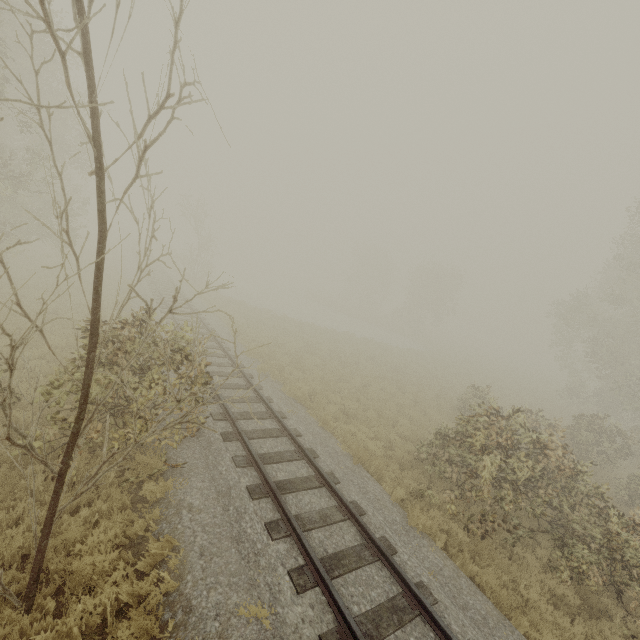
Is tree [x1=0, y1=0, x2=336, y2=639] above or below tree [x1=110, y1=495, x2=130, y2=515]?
above

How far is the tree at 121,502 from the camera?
6.0 meters

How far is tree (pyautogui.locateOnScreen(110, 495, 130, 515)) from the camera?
6.0m

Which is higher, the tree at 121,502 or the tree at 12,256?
the tree at 12,256

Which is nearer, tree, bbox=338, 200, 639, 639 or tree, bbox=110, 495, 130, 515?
tree, bbox=110, 495, 130, 515

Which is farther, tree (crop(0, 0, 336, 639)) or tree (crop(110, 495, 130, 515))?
tree (crop(110, 495, 130, 515))

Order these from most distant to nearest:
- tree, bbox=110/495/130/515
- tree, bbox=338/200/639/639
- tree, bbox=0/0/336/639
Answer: tree, bbox=338/200/639/639 < tree, bbox=110/495/130/515 < tree, bbox=0/0/336/639

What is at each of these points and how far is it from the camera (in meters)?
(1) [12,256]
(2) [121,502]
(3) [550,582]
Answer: (1) tree, 15.76
(2) tree, 6.43
(3) tree, 7.43
